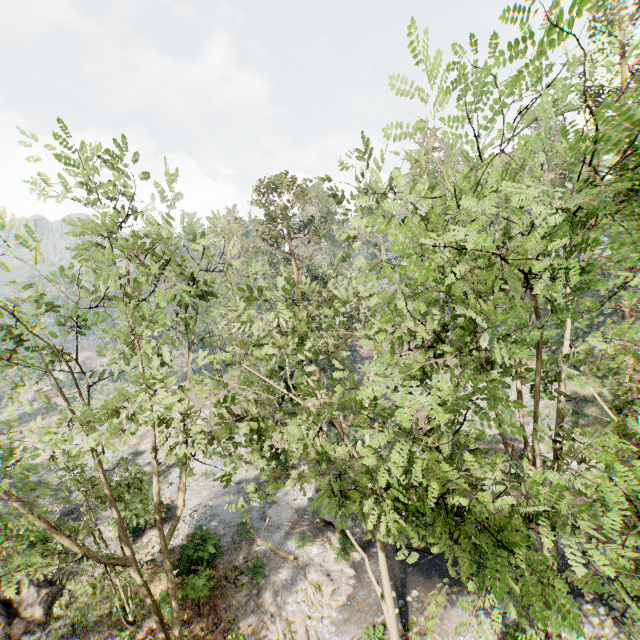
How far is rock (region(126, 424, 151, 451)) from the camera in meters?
38.9

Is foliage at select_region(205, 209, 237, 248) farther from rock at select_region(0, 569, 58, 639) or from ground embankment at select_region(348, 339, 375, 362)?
rock at select_region(0, 569, 58, 639)

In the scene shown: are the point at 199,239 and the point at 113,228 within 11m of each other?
yes

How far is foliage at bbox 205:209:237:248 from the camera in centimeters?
1081cm

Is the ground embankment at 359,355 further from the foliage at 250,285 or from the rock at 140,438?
the rock at 140,438

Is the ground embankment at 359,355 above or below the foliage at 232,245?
below

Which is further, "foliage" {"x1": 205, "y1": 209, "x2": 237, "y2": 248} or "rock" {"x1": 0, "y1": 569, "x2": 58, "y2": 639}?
"rock" {"x1": 0, "y1": 569, "x2": 58, "y2": 639}

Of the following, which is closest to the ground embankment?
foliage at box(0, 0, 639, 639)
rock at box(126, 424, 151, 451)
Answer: foliage at box(0, 0, 639, 639)
